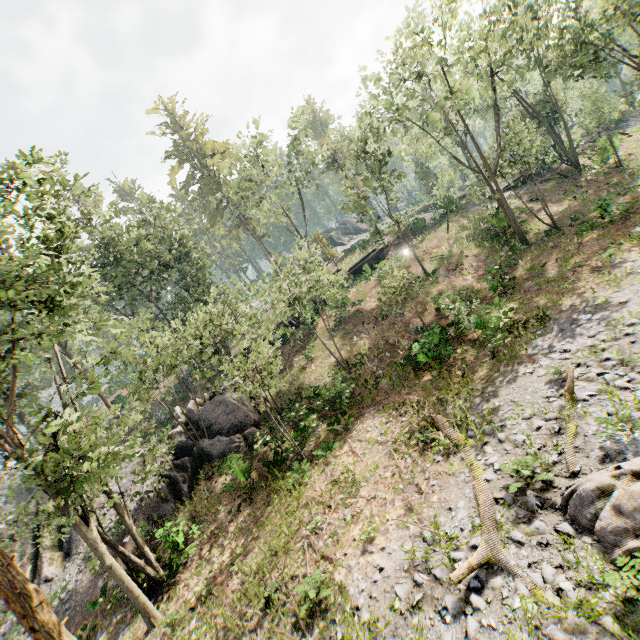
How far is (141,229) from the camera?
30.50m

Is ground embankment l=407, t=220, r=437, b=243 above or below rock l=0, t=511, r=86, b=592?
above

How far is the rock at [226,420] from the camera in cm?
1881

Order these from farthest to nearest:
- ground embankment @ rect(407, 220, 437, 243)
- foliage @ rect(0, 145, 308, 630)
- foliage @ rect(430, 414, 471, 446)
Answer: ground embankment @ rect(407, 220, 437, 243)
foliage @ rect(430, 414, 471, 446)
foliage @ rect(0, 145, 308, 630)

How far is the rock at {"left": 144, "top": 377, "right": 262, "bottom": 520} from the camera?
18.8m

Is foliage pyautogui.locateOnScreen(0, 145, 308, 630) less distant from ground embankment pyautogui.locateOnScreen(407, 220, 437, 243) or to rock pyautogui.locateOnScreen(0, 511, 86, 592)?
ground embankment pyautogui.locateOnScreen(407, 220, 437, 243)

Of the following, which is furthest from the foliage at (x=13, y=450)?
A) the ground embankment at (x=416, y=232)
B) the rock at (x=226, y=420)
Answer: the rock at (x=226, y=420)
